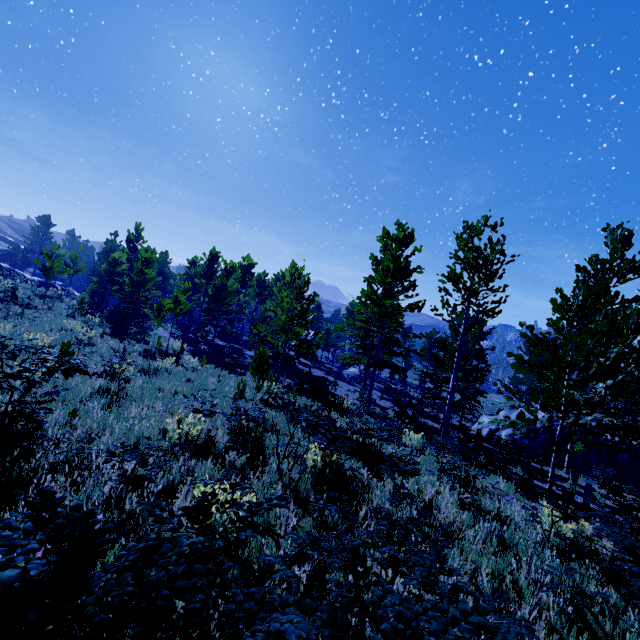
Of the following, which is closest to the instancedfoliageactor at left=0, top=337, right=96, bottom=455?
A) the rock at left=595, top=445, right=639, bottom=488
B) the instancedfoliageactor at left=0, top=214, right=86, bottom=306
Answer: the rock at left=595, top=445, right=639, bottom=488

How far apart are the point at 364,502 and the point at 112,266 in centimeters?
3188cm

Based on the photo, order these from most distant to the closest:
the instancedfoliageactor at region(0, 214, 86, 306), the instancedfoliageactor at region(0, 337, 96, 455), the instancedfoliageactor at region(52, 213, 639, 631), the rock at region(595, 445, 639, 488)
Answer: the instancedfoliageactor at region(0, 214, 86, 306) → the rock at region(595, 445, 639, 488) → the instancedfoliageactor at region(52, 213, 639, 631) → the instancedfoliageactor at region(0, 337, 96, 455)

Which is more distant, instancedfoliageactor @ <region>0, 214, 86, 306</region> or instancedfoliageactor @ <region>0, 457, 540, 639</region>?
instancedfoliageactor @ <region>0, 214, 86, 306</region>

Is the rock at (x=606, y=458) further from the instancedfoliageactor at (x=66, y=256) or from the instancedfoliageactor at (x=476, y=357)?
the instancedfoliageactor at (x=66, y=256)

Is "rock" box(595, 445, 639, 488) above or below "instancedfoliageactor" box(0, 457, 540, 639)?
below

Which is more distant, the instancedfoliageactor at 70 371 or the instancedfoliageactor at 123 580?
the instancedfoliageactor at 70 371

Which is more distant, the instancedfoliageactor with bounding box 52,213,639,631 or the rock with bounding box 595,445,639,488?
the rock with bounding box 595,445,639,488
